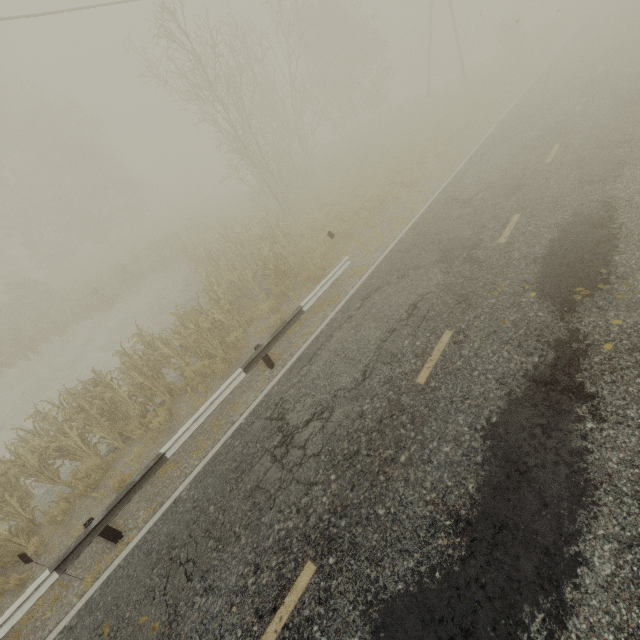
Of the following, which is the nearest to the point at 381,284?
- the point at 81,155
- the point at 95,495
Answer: the point at 95,495
